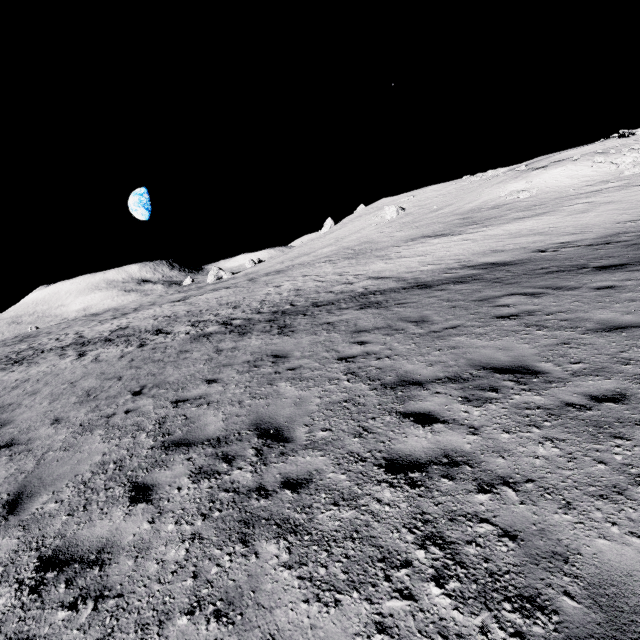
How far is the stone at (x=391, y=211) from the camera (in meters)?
53.66

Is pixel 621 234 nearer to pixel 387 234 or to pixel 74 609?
pixel 74 609

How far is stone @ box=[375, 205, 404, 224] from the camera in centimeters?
5366cm
